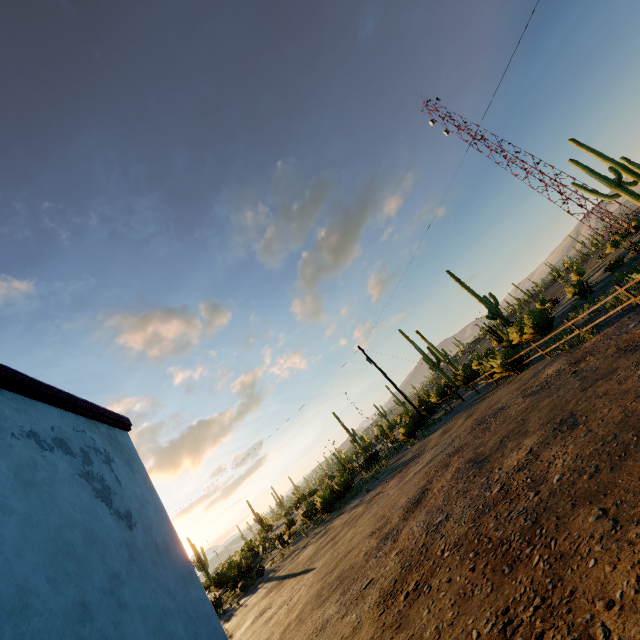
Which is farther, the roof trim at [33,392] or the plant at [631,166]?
the plant at [631,166]

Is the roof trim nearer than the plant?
Yes

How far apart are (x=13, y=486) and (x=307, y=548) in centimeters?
1867cm
